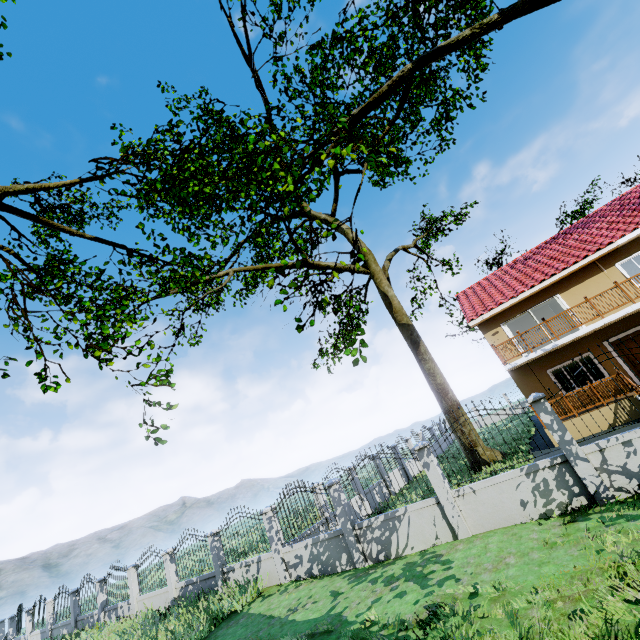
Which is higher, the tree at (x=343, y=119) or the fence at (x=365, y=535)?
the tree at (x=343, y=119)

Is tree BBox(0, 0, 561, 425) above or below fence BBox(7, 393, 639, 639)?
above

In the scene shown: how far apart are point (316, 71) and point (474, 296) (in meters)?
15.52
